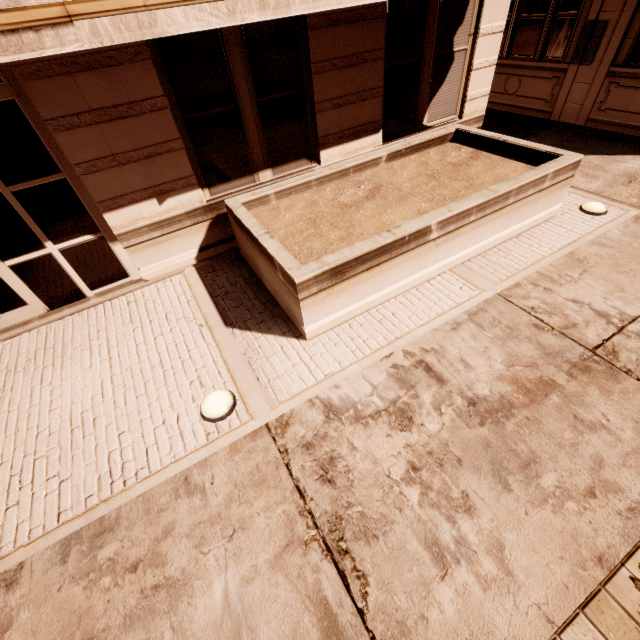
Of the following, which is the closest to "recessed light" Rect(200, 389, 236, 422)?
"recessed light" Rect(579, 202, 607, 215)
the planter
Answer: the planter

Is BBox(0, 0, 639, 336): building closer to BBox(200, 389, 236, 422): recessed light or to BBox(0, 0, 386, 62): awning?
BBox(0, 0, 386, 62): awning

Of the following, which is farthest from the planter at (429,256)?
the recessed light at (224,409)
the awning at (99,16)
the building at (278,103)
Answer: the awning at (99,16)

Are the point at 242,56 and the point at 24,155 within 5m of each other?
yes

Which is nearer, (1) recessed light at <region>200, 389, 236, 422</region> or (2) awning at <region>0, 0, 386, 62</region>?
(2) awning at <region>0, 0, 386, 62</region>

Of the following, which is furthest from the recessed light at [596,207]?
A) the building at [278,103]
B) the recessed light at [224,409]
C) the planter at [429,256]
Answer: the recessed light at [224,409]

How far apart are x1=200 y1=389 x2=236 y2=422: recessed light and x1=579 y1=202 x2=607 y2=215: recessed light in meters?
6.5
